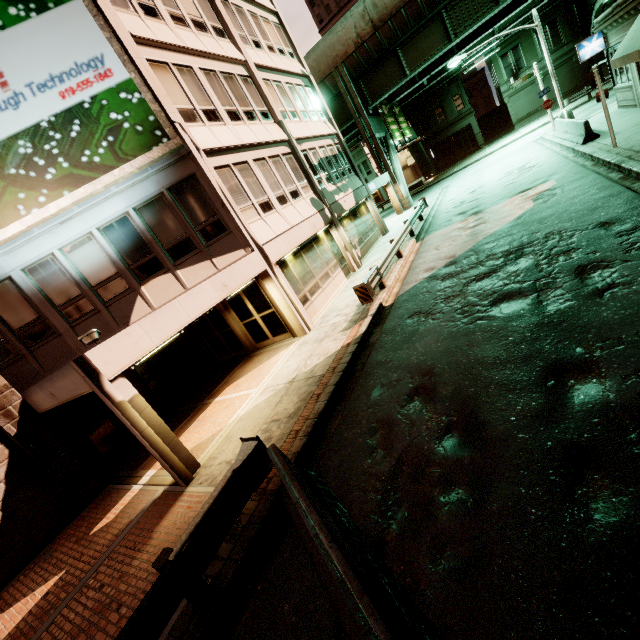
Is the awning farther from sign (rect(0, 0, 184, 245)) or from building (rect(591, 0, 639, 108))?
sign (rect(0, 0, 184, 245))

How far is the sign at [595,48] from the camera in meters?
17.1 m

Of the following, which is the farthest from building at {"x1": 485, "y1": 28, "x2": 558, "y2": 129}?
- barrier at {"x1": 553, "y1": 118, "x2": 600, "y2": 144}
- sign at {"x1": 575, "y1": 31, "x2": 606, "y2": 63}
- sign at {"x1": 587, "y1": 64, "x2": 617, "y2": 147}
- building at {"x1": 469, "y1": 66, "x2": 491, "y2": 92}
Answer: sign at {"x1": 587, "y1": 64, "x2": 617, "y2": 147}

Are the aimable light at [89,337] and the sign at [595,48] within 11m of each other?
no

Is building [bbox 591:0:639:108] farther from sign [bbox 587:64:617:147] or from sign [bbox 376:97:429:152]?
sign [bbox 376:97:429:152]

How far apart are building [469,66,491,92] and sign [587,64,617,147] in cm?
6223

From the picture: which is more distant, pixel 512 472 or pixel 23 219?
pixel 23 219

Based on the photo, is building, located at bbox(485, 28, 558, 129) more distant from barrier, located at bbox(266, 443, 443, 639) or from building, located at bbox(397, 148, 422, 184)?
barrier, located at bbox(266, 443, 443, 639)
